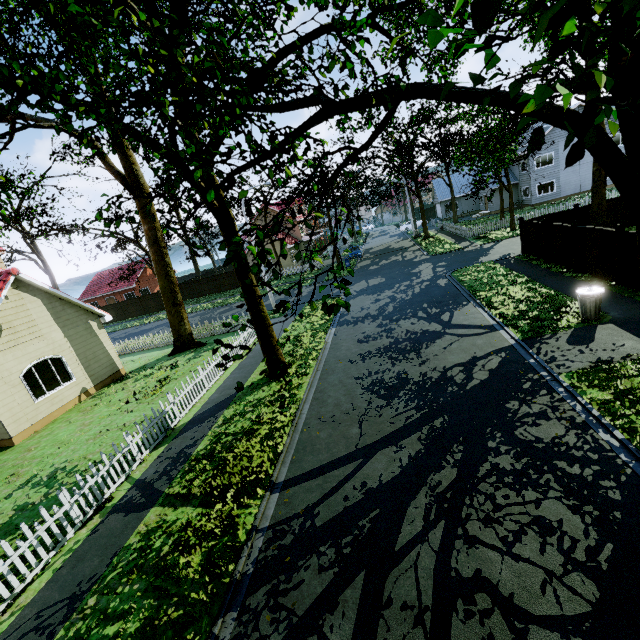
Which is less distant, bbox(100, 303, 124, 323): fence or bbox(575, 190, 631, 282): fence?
bbox(575, 190, 631, 282): fence

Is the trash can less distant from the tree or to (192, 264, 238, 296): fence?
(192, 264, 238, 296): fence

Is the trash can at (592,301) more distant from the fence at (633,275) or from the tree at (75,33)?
the tree at (75,33)

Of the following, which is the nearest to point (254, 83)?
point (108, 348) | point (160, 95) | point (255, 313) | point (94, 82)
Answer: point (160, 95)

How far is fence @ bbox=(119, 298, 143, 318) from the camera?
40.8m

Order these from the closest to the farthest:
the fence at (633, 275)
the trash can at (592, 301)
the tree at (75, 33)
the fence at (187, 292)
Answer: the tree at (75, 33) < the trash can at (592, 301) < the fence at (633, 275) < the fence at (187, 292)
